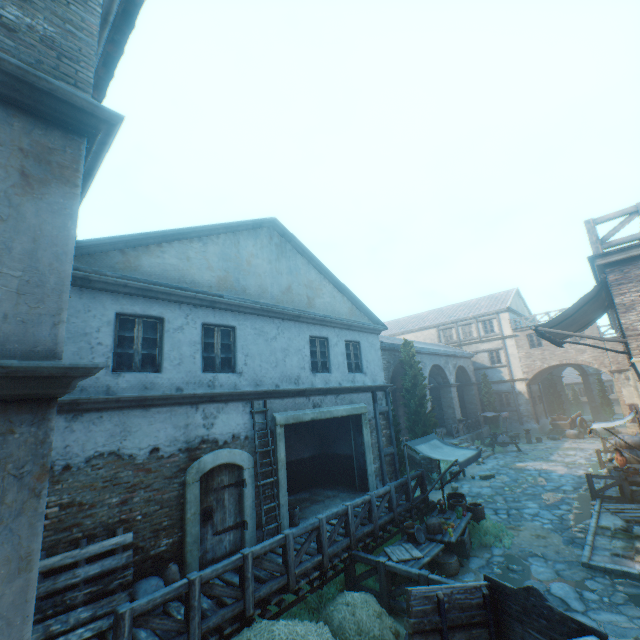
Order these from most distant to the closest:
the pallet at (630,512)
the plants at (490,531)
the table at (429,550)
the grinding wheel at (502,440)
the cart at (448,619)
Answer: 1. the grinding wheel at (502,440)
2. the pallet at (630,512)
3. the plants at (490,531)
4. the table at (429,550)
5. the cart at (448,619)

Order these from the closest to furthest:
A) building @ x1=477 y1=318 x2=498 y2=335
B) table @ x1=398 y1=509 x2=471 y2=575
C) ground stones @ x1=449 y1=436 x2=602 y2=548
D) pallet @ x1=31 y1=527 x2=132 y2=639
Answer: pallet @ x1=31 y1=527 x2=132 y2=639
table @ x1=398 y1=509 x2=471 y2=575
ground stones @ x1=449 y1=436 x2=602 y2=548
building @ x1=477 y1=318 x2=498 y2=335

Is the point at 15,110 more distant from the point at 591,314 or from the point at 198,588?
the point at 591,314

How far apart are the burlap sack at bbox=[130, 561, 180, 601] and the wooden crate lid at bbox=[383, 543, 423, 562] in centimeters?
461cm

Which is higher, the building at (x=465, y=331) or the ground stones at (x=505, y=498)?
the building at (x=465, y=331)

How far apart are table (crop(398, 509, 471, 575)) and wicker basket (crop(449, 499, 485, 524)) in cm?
5

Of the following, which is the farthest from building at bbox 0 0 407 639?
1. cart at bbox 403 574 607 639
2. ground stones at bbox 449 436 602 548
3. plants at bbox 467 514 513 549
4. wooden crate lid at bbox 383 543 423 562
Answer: cart at bbox 403 574 607 639

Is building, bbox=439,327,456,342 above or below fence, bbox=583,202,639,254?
above
